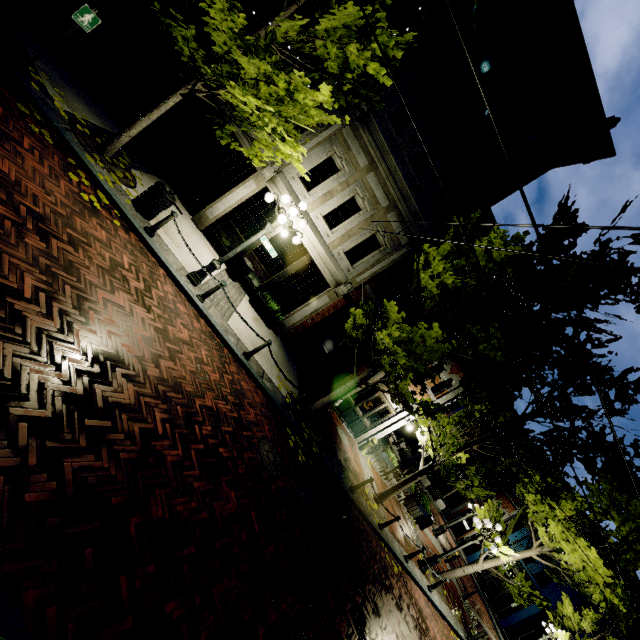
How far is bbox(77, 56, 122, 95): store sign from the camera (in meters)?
9.83

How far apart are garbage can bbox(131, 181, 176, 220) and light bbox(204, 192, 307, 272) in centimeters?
159cm

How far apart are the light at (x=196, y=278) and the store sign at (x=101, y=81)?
7.0 meters

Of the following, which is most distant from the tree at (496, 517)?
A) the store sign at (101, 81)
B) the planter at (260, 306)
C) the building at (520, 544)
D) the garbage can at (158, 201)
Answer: the store sign at (101, 81)

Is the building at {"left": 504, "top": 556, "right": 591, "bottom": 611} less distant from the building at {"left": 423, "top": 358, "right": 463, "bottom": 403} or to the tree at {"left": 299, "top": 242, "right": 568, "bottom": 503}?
the tree at {"left": 299, "top": 242, "right": 568, "bottom": 503}

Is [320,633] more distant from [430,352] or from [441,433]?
[441,433]

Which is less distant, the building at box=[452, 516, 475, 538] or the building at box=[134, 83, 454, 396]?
the building at box=[134, 83, 454, 396]

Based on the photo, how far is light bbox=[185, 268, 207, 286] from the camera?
8.5 meters
